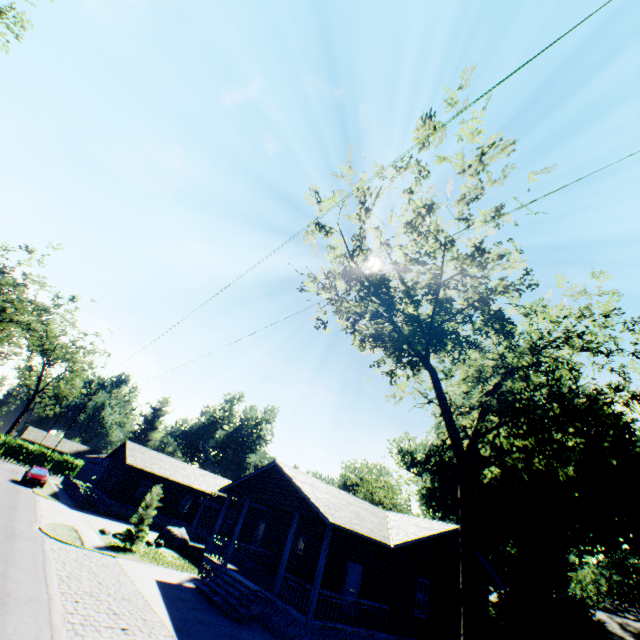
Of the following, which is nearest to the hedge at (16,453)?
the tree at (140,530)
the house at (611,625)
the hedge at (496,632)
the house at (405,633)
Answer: Result: the house at (405,633)

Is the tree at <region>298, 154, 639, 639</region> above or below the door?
above

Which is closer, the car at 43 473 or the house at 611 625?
the house at 611 625

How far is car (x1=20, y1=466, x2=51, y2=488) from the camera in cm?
3066

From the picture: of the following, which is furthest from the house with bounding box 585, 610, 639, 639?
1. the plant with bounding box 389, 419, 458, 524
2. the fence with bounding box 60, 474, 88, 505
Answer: the fence with bounding box 60, 474, 88, 505

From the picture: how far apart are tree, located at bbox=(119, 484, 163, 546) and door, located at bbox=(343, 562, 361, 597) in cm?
1280

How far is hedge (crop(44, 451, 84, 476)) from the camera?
53.5m

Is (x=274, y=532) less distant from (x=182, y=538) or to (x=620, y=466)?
(x=182, y=538)
